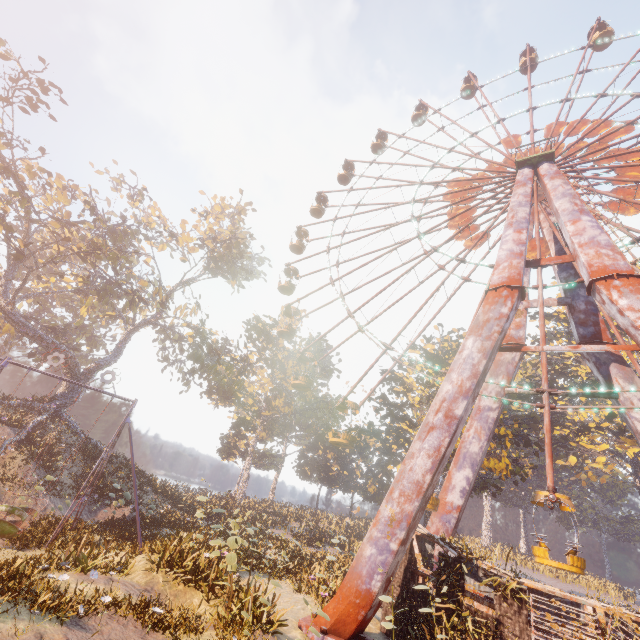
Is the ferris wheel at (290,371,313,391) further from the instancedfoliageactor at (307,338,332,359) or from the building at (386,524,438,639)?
the instancedfoliageactor at (307,338,332,359)

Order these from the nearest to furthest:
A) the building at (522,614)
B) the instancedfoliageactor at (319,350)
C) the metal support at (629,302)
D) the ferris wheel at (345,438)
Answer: the building at (522,614) → the metal support at (629,302) → the ferris wheel at (345,438) → the instancedfoliageactor at (319,350)

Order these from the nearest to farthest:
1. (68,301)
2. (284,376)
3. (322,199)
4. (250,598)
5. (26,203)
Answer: (250,598) → (26,203) → (322,199) → (284,376) → (68,301)

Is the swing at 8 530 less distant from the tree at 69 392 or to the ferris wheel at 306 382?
the tree at 69 392

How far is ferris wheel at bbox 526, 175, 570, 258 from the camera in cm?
2019

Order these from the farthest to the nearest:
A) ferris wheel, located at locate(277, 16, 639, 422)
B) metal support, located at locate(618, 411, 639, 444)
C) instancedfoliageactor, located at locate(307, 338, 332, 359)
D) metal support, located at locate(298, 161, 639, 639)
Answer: instancedfoliageactor, located at locate(307, 338, 332, 359), ferris wheel, located at locate(277, 16, 639, 422), metal support, located at locate(618, 411, 639, 444), metal support, located at locate(298, 161, 639, 639)
